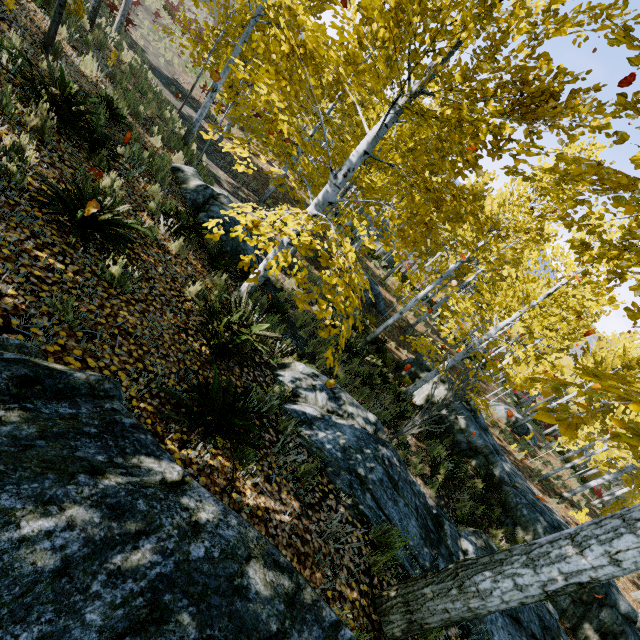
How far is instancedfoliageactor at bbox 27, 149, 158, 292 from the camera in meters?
3.4

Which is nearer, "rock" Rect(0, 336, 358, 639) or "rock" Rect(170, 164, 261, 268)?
"rock" Rect(0, 336, 358, 639)

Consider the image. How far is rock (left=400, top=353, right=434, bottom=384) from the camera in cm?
1423

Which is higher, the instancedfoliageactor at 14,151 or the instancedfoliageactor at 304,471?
the instancedfoliageactor at 14,151

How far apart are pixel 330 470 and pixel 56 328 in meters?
3.5 m

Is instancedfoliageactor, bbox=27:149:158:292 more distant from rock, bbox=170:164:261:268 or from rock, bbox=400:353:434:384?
rock, bbox=400:353:434:384

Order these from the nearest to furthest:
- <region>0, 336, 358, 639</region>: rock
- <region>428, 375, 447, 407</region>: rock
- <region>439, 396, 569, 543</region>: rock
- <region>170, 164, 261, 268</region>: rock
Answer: <region>0, 336, 358, 639</region>: rock < <region>170, 164, 261, 268</region>: rock < <region>439, 396, 569, 543</region>: rock < <region>428, 375, 447, 407</region>: rock

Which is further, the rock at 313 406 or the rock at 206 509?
the rock at 313 406
